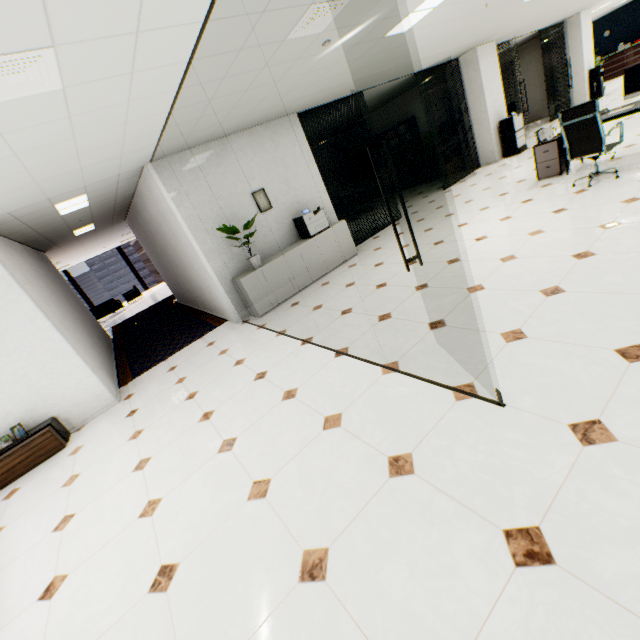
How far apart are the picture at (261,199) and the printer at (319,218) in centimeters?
53cm

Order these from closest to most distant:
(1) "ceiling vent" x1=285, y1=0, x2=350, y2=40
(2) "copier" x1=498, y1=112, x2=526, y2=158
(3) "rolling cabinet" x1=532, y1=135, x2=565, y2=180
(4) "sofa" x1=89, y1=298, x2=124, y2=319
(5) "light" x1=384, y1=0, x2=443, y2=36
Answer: (1) "ceiling vent" x1=285, y1=0, x2=350, y2=40, (5) "light" x1=384, y1=0, x2=443, y2=36, (3) "rolling cabinet" x1=532, y1=135, x2=565, y2=180, (2) "copier" x1=498, y1=112, x2=526, y2=158, (4) "sofa" x1=89, y1=298, x2=124, y2=319

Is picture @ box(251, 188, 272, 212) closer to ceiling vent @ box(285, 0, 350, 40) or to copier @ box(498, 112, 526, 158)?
ceiling vent @ box(285, 0, 350, 40)

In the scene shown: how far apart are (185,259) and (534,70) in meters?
16.5 m

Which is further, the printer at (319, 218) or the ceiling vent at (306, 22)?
the printer at (319, 218)

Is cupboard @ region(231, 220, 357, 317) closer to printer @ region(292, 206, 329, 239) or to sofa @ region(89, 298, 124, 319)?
printer @ region(292, 206, 329, 239)

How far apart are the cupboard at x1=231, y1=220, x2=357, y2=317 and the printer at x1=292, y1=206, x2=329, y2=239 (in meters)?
0.05

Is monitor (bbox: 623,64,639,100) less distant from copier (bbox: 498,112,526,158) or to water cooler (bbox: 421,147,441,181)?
copier (bbox: 498,112,526,158)
